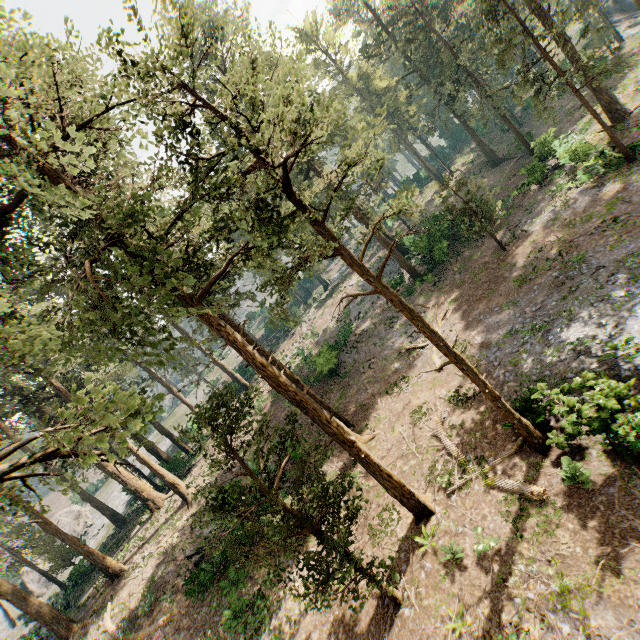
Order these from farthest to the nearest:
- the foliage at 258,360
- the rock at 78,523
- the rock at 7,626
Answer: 1. the rock at 78,523
2. the rock at 7,626
3. the foliage at 258,360

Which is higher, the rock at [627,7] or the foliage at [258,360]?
the foliage at [258,360]

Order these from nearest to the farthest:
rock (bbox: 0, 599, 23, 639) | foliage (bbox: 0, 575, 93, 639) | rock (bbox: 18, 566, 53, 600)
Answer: foliage (bbox: 0, 575, 93, 639), rock (bbox: 0, 599, 23, 639), rock (bbox: 18, 566, 53, 600)

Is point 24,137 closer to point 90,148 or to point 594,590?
point 90,148

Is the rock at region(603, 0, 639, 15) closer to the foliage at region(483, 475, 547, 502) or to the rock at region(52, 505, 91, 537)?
the foliage at region(483, 475, 547, 502)

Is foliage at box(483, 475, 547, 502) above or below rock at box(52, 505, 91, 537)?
below

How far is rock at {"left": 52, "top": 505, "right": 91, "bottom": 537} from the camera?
49.2 meters
